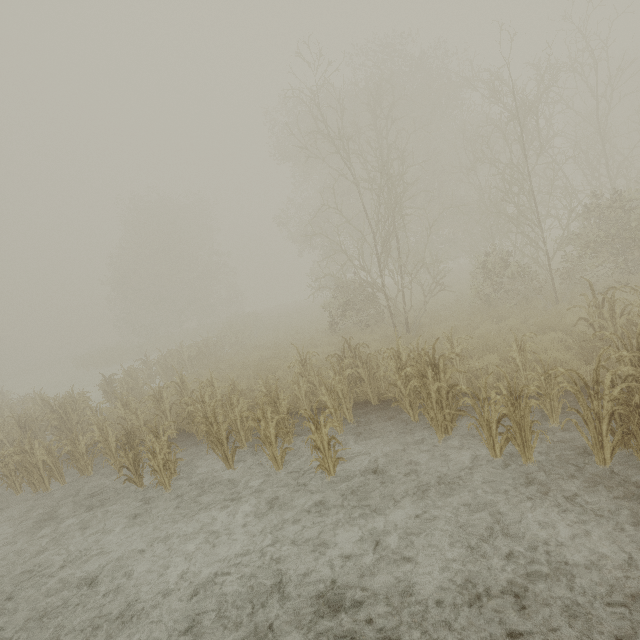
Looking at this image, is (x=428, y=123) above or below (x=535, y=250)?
above
